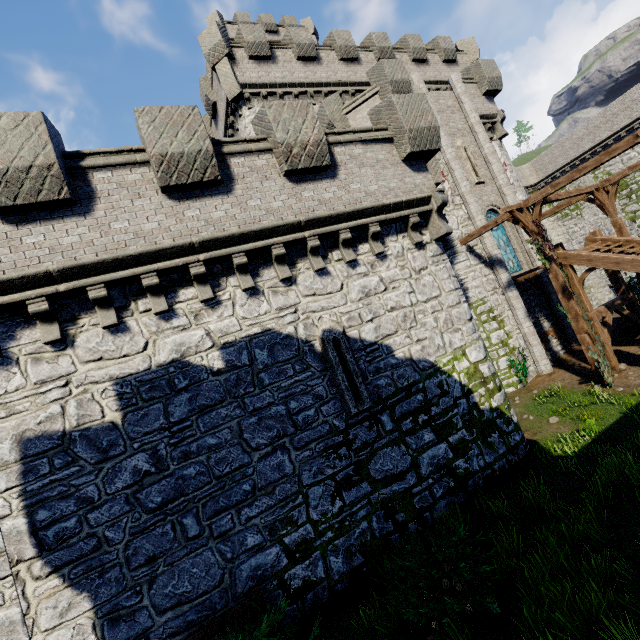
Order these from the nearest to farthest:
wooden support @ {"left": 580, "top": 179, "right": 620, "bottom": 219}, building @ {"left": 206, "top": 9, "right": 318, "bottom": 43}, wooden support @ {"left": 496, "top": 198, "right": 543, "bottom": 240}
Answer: wooden support @ {"left": 496, "top": 198, "right": 543, "bottom": 240}, wooden support @ {"left": 580, "top": 179, "right": 620, "bottom": 219}, building @ {"left": 206, "top": 9, "right": 318, "bottom": 43}

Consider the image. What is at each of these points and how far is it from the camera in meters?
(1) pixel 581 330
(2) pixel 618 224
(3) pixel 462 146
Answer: (1) wooden post, 12.6
(2) wooden post, 15.1
(3) window slit, 17.7

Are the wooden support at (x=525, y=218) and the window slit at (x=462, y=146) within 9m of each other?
yes

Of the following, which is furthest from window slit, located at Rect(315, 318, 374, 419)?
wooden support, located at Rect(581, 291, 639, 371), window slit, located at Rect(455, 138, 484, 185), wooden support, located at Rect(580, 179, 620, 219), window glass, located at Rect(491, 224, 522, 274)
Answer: wooden support, located at Rect(580, 179, 620, 219)

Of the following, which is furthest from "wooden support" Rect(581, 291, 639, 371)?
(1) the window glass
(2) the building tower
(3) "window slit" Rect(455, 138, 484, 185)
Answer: (3) "window slit" Rect(455, 138, 484, 185)

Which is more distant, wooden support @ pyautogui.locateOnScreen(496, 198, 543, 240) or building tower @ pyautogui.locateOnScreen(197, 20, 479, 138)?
building tower @ pyautogui.locateOnScreen(197, 20, 479, 138)

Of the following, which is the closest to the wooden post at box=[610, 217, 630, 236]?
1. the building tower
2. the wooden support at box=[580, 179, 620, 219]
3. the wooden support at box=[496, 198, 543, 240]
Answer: the wooden support at box=[580, 179, 620, 219]

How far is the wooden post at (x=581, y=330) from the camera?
12.5 meters
